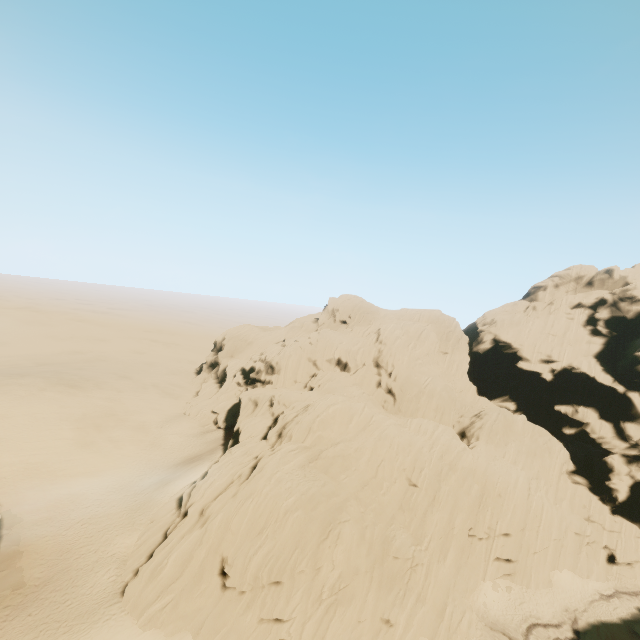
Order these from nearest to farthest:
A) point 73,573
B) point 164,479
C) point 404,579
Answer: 1. point 73,573
2. point 404,579
3. point 164,479
